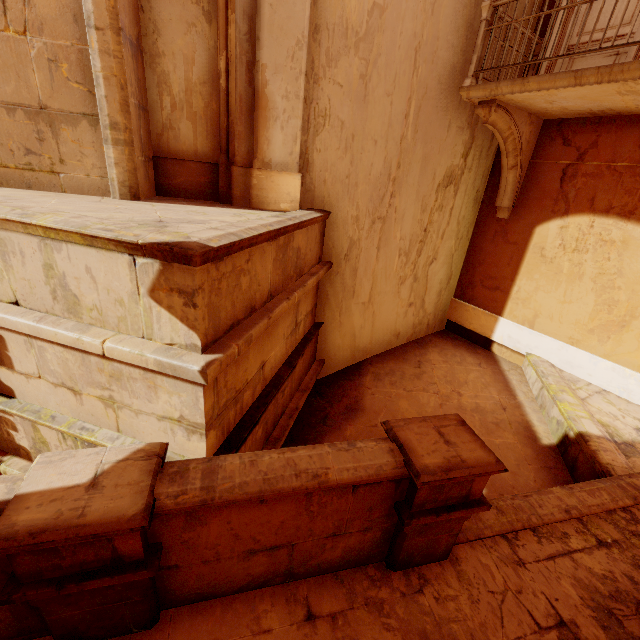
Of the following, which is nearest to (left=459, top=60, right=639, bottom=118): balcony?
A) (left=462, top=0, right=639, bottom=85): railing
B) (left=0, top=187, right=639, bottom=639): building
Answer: (left=462, top=0, right=639, bottom=85): railing

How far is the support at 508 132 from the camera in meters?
5.4 m

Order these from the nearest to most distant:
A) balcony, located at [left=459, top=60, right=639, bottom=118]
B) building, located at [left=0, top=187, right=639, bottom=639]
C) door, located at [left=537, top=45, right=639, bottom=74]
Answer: building, located at [left=0, top=187, right=639, bottom=639] < balcony, located at [left=459, top=60, right=639, bottom=118] < door, located at [left=537, top=45, right=639, bottom=74]

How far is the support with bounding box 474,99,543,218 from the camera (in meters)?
5.41

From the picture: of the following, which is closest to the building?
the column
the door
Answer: the column

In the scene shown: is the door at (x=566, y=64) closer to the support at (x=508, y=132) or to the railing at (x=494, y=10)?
the support at (x=508, y=132)

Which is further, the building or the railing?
the railing

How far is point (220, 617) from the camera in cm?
230
